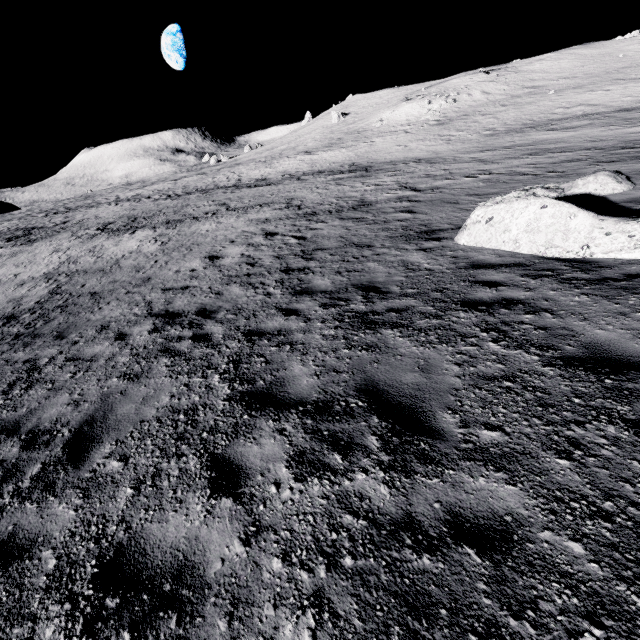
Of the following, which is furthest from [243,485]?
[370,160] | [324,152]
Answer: [324,152]
